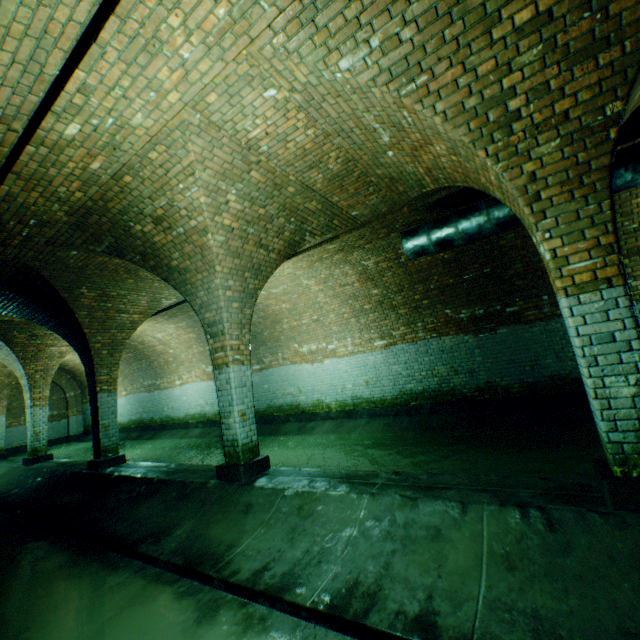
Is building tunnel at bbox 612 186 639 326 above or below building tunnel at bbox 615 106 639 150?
below

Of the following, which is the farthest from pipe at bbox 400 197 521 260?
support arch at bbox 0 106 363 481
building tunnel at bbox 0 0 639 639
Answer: support arch at bbox 0 106 363 481

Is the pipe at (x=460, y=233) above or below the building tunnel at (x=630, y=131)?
below

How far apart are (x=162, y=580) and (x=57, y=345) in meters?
10.7 m

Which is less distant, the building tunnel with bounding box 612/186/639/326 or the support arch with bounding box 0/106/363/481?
the support arch with bounding box 0/106/363/481

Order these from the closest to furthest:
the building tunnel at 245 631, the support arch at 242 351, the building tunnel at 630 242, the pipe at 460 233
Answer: the building tunnel at 245 631 < the support arch at 242 351 < the pipe at 460 233 < the building tunnel at 630 242

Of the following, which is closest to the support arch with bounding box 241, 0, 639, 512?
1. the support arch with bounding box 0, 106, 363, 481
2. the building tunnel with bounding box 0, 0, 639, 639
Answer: the building tunnel with bounding box 0, 0, 639, 639

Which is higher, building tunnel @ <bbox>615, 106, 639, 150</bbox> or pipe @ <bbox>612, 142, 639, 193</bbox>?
building tunnel @ <bbox>615, 106, 639, 150</bbox>
